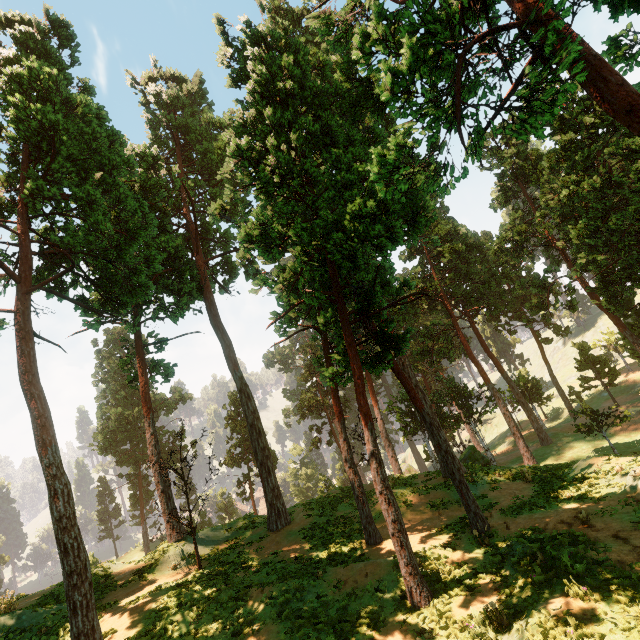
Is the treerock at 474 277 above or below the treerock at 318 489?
above

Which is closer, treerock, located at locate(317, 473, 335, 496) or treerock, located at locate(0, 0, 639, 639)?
treerock, located at locate(0, 0, 639, 639)

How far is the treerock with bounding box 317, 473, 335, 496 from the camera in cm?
4320

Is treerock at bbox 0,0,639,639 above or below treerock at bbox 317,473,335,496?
above

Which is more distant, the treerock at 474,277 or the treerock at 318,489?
the treerock at 318,489

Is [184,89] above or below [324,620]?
above
